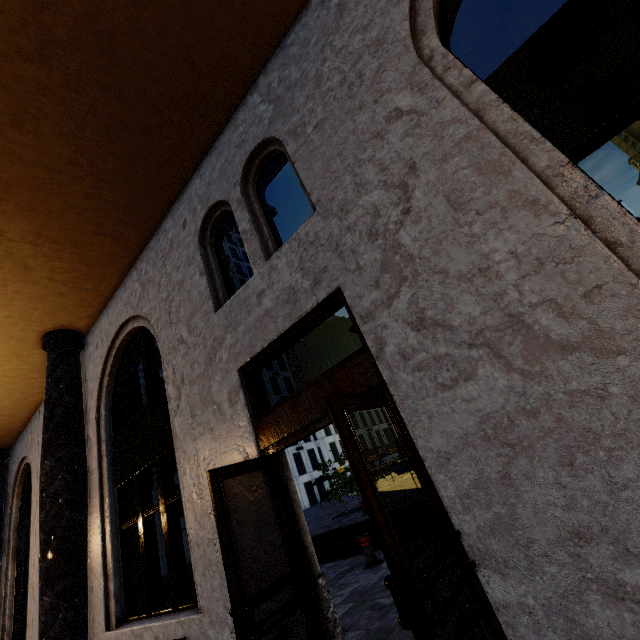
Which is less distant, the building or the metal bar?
the building

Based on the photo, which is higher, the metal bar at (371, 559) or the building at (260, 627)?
the building at (260, 627)

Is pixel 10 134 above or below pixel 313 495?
above

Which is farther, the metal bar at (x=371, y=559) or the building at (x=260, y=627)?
the metal bar at (x=371, y=559)

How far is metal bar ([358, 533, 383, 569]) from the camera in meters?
6.6 m

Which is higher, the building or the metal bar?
the building
